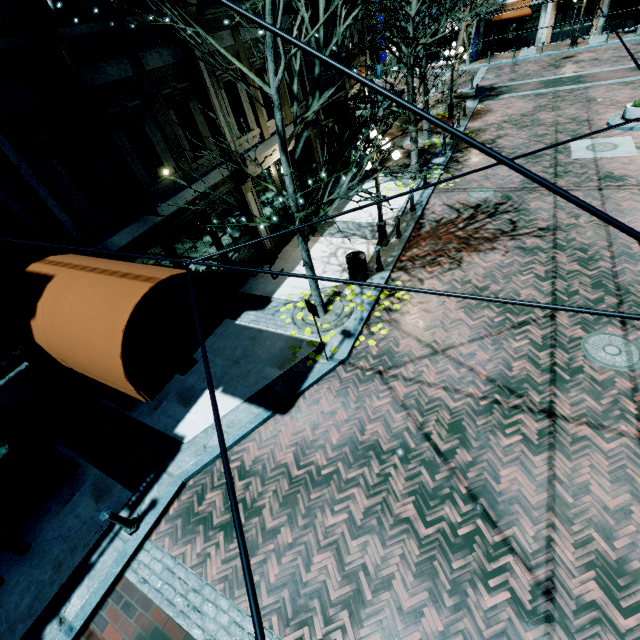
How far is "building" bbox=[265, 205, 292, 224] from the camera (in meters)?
11.89

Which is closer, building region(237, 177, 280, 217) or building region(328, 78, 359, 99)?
building region(237, 177, 280, 217)

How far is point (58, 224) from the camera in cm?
632

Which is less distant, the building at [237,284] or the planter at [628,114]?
the building at [237,284]

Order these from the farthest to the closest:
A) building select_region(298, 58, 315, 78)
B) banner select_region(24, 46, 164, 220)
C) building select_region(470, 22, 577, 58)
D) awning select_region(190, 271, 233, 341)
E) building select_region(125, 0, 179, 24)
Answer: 1. building select_region(470, 22, 577, 58)
2. building select_region(298, 58, 315, 78)
3. building select_region(125, 0, 179, 24)
4. banner select_region(24, 46, 164, 220)
5. awning select_region(190, 271, 233, 341)

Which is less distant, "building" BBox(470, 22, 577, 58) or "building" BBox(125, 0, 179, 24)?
"building" BBox(125, 0, 179, 24)

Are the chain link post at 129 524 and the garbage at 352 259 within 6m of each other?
no
